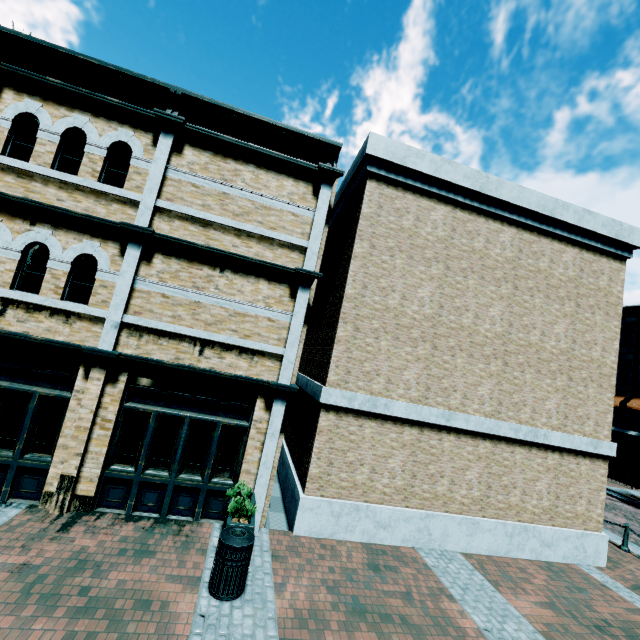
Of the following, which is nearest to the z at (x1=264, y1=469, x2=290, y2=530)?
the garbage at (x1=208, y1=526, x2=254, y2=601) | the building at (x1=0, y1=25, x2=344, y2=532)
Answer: the building at (x1=0, y1=25, x2=344, y2=532)

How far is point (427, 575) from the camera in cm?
711

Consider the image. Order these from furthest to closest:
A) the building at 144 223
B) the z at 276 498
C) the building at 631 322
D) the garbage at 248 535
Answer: the building at 631 322 < the z at 276 498 < the building at 144 223 < the garbage at 248 535

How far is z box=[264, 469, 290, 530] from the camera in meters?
8.2 m

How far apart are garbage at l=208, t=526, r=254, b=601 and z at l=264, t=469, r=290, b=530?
2.2 meters

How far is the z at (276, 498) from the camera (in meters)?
8.17

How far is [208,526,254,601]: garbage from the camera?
5.19m
